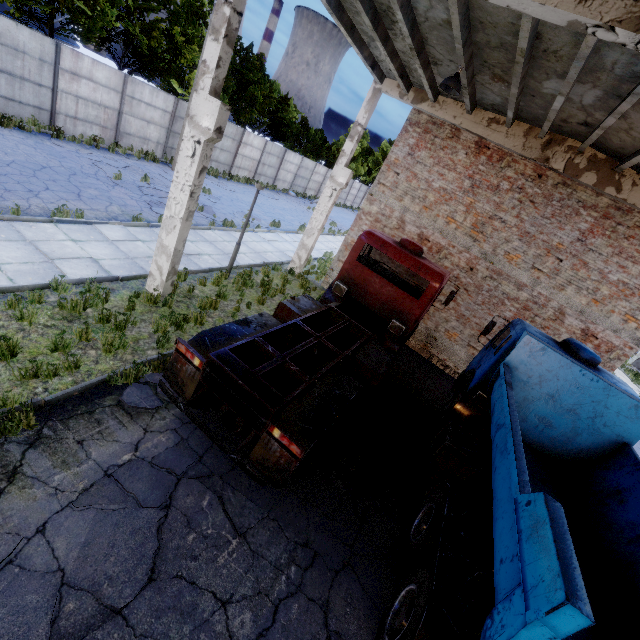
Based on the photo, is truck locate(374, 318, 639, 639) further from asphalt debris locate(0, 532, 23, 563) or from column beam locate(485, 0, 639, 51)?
asphalt debris locate(0, 532, 23, 563)

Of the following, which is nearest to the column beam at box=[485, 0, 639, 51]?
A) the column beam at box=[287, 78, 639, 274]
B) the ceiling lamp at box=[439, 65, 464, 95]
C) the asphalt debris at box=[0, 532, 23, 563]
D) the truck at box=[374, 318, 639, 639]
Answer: the truck at box=[374, 318, 639, 639]

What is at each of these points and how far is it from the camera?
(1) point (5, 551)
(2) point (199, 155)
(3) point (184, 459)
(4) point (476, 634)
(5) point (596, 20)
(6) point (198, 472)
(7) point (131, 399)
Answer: (1) asphalt debris, 3.4m
(2) column beam, 6.8m
(3) asphalt debris, 5.2m
(4) truck, 3.6m
(5) column beam, 3.8m
(6) asphalt debris, 5.1m
(7) asphalt debris, 5.5m

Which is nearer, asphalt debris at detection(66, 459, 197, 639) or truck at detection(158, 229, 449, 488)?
asphalt debris at detection(66, 459, 197, 639)

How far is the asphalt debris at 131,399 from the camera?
5.5m

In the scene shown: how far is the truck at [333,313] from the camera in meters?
4.9

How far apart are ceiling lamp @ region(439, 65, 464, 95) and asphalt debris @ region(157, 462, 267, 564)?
9.46m
